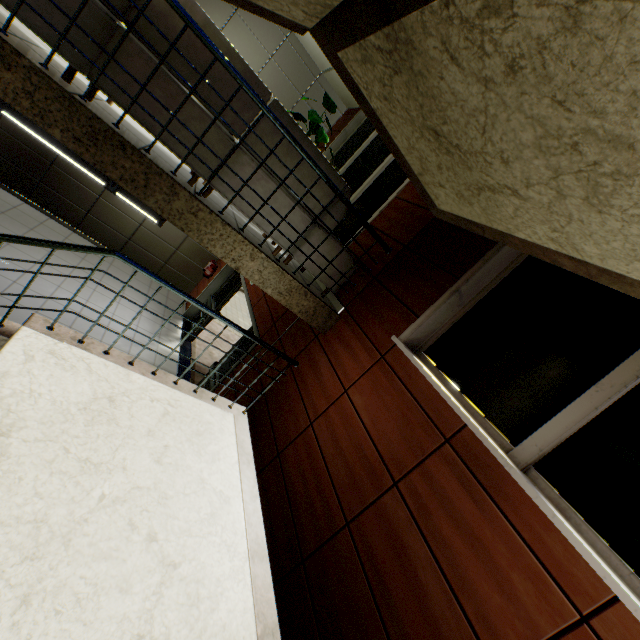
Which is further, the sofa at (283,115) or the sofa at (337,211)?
the sofa at (337,211)

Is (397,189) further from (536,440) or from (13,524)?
(13,524)

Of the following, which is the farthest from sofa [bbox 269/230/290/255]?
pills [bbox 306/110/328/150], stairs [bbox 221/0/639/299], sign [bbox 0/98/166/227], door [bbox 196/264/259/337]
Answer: sign [bbox 0/98/166/227]

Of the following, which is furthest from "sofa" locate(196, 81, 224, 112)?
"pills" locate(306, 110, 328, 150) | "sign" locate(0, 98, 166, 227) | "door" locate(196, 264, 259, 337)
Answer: "sign" locate(0, 98, 166, 227)

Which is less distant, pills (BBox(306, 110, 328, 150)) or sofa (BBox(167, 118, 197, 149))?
sofa (BBox(167, 118, 197, 149))

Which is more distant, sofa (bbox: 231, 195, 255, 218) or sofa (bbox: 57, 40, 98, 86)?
sofa (bbox: 231, 195, 255, 218)

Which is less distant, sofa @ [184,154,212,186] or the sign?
sofa @ [184,154,212,186]

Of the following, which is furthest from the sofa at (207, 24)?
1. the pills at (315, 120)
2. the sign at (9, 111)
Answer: the sign at (9, 111)
